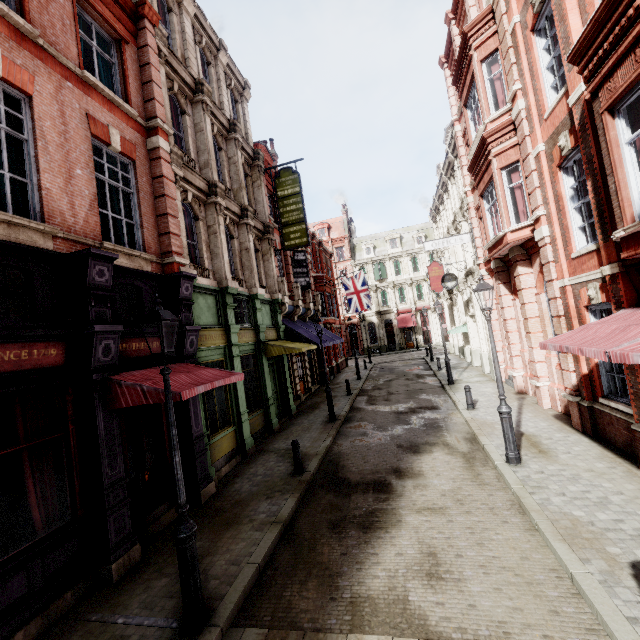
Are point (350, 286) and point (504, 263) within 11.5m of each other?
no

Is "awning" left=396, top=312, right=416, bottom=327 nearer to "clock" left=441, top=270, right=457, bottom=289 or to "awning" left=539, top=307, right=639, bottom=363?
"clock" left=441, top=270, right=457, bottom=289

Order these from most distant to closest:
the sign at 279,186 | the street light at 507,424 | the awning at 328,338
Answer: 1. the awning at 328,338
2. the sign at 279,186
3. the street light at 507,424

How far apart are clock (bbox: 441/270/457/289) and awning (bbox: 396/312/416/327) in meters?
23.8

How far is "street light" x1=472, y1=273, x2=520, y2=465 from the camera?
8.08m

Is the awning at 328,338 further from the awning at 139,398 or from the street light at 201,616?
the street light at 201,616

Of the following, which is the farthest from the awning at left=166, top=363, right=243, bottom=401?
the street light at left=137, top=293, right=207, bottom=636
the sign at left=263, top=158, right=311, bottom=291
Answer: the sign at left=263, top=158, right=311, bottom=291

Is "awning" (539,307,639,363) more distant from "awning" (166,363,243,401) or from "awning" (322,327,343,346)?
"awning" (322,327,343,346)
